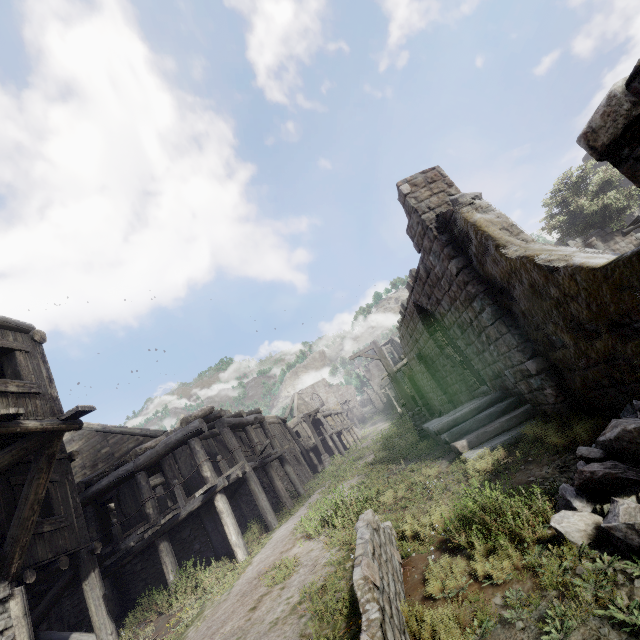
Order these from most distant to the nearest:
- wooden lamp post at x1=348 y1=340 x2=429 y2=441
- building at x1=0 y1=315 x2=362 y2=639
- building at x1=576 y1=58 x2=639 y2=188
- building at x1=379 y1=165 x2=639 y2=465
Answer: wooden lamp post at x1=348 y1=340 x2=429 y2=441 → building at x1=0 y1=315 x2=362 y2=639 → building at x1=379 y1=165 x2=639 y2=465 → building at x1=576 y1=58 x2=639 y2=188

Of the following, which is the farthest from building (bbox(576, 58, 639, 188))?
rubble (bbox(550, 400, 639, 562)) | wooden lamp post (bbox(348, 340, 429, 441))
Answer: wooden lamp post (bbox(348, 340, 429, 441))

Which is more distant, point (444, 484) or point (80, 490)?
point (80, 490)

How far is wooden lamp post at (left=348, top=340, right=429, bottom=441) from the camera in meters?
13.7

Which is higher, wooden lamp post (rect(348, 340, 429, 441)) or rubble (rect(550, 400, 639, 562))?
wooden lamp post (rect(348, 340, 429, 441))

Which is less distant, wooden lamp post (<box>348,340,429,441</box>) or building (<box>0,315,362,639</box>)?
building (<box>0,315,362,639</box>)

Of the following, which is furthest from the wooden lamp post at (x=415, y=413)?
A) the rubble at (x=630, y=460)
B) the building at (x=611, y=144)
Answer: the rubble at (x=630, y=460)
